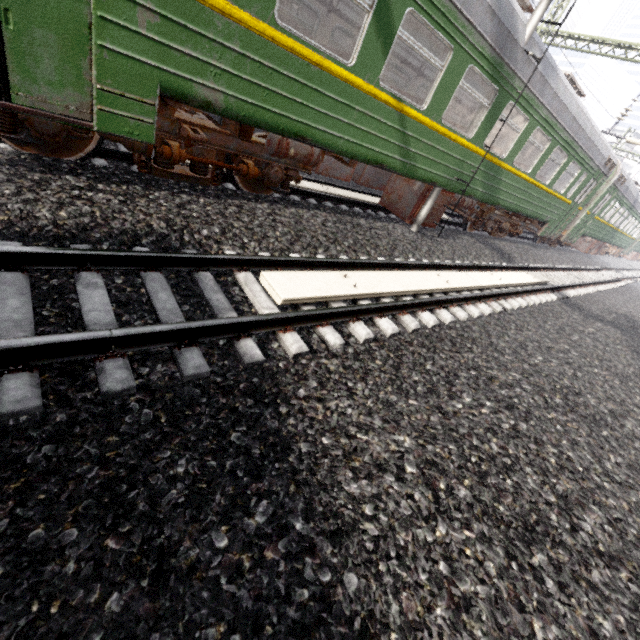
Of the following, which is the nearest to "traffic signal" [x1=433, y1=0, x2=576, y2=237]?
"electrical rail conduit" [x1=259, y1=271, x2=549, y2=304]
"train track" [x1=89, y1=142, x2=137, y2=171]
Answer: "electrical rail conduit" [x1=259, y1=271, x2=549, y2=304]

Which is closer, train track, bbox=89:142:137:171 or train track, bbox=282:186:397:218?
train track, bbox=89:142:137:171

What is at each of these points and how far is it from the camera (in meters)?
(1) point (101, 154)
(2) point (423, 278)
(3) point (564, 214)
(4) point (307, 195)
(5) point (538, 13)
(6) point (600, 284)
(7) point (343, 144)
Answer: (1) train track, 4.76
(2) electrical rail conduit, 5.63
(3) train, 13.42
(4) train track, 7.32
(5) traffic signal, 5.77
(6) train track, 14.25
(7) train, 5.21

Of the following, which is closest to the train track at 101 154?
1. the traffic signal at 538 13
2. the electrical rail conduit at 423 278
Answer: the electrical rail conduit at 423 278

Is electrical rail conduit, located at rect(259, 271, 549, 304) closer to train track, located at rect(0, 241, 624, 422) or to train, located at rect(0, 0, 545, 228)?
train track, located at rect(0, 241, 624, 422)

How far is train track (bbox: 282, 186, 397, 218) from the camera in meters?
7.0

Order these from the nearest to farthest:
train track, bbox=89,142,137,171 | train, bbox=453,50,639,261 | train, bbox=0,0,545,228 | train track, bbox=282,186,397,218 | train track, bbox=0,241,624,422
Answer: train track, bbox=0,241,624,422 → train, bbox=0,0,545,228 → train track, bbox=89,142,137,171 → train track, bbox=282,186,397,218 → train, bbox=453,50,639,261

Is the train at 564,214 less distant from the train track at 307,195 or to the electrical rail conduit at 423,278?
the train track at 307,195
